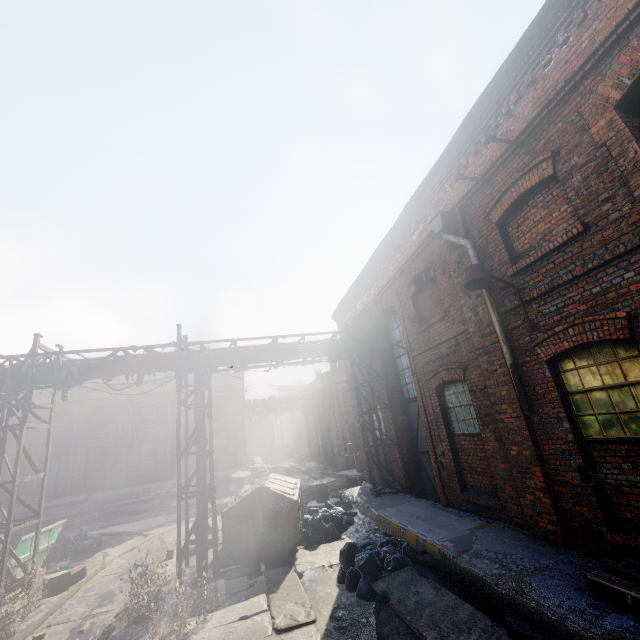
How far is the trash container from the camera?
9.05m

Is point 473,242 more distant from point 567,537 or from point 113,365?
point 113,365

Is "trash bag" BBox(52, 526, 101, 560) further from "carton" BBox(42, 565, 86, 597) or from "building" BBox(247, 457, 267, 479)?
"building" BBox(247, 457, 267, 479)

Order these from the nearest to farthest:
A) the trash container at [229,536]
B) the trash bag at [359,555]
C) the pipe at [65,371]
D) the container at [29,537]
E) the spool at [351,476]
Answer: the trash bag at [359,555], the pipe at [65,371], the trash container at [229,536], the container at [29,537], the spool at [351,476]

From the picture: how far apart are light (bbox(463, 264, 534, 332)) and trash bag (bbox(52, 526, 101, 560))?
16.66m

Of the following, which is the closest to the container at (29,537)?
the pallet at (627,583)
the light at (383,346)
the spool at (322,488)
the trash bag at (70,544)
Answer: the trash bag at (70,544)

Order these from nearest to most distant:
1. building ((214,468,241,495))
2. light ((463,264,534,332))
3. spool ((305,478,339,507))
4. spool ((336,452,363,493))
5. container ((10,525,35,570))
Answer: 1. light ((463,264,534,332))
2. container ((10,525,35,570))
3. spool ((305,478,339,507))
4. spool ((336,452,363,493))
5. building ((214,468,241,495))

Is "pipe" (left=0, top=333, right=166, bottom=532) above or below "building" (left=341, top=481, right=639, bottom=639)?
above
